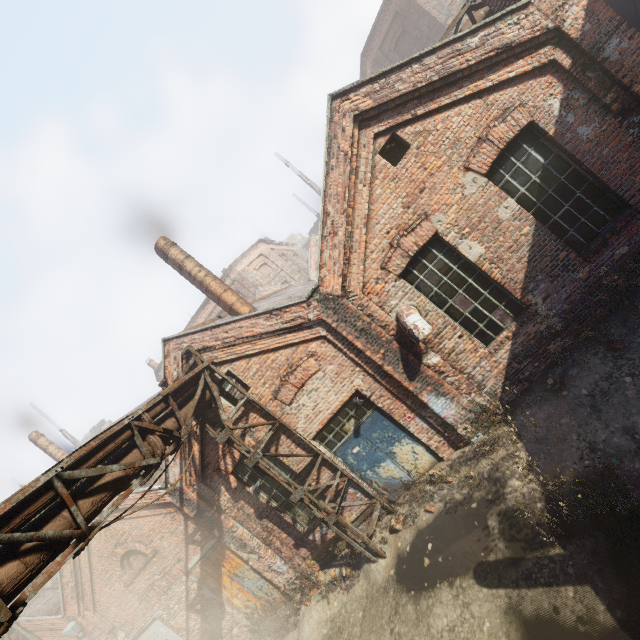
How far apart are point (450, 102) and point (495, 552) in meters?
8.6 m

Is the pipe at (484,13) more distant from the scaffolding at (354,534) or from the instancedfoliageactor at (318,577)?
the instancedfoliageactor at (318,577)

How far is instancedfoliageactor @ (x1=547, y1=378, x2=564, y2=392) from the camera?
6.4m

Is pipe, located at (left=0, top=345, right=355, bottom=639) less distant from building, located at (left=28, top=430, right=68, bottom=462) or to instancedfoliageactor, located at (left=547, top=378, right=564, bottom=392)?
instancedfoliageactor, located at (left=547, top=378, right=564, bottom=392)

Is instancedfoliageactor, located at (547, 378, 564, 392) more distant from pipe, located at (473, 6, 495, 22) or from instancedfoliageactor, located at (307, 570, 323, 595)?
instancedfoliageactor, located at (307, 570, 323, 595)

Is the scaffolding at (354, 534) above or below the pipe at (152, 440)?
below

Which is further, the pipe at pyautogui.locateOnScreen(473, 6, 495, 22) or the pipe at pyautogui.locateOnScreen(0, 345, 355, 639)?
the pipe at pyautogui.locateOnScreen(473, 6, 495, 22)
